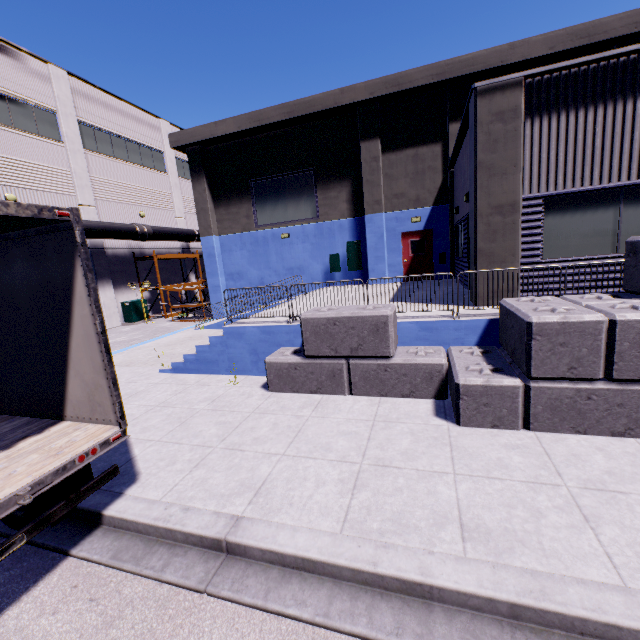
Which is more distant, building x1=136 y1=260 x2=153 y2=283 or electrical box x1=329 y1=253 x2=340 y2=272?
building x1=136 y1=260 x2=153 y2=283

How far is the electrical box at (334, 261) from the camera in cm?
1738

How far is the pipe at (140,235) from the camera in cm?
1842

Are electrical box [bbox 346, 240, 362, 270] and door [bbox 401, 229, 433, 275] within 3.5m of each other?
yes

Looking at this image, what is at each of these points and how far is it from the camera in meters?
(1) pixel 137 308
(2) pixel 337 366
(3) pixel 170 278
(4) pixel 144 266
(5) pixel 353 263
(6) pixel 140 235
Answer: (1) electrical box, 21.3
(2) concrete block, 6.9
(3) building, 25.8
(4) building, 23.4
(5) electrical box, 17.1
(6) pipe, 21.3

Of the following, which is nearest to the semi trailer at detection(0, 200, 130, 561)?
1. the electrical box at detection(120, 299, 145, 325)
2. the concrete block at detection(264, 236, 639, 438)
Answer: the concrete block at detection(264, 236, 639, 438)

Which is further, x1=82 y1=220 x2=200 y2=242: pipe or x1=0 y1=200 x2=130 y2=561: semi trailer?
x1=82 y1=220 x2=200 y2=242: pipe

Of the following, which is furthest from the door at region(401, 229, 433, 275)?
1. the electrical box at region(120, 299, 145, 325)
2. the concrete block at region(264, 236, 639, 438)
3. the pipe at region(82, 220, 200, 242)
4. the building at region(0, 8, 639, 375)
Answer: the electrical box at region(120, 299, 145, 325)
